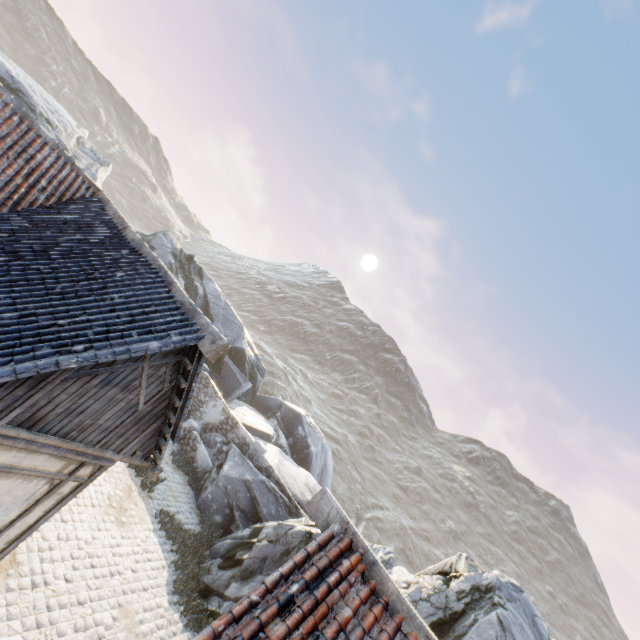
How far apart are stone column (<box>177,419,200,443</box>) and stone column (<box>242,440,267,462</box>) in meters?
2.7 m

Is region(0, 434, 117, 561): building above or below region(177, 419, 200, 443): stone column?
above

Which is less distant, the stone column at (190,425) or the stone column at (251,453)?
the stone column at (251,453)

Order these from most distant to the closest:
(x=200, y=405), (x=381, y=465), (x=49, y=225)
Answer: (x=381, y=465)
(x=200, y=405)
(x=49, y=225)

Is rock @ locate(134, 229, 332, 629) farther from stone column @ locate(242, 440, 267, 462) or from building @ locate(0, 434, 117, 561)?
building @ locate(0, 434, 117, 561)

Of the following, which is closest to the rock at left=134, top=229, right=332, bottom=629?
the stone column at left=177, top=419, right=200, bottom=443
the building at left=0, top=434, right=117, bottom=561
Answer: the stone column at left=177, top=419, right=200, bottom=443

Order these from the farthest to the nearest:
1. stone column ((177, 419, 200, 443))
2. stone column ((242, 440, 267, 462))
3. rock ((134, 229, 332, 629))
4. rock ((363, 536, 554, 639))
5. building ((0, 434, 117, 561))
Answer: stone column ((177, 419, 200, 443)) → stone column ((242, 440, 267, 462)) → rock ((134, 229, 332, 629)) → rock ((363, 536, 554, 639)) → building ((0, 434, 117, 561))

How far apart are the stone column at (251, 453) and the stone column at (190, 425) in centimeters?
275cm
